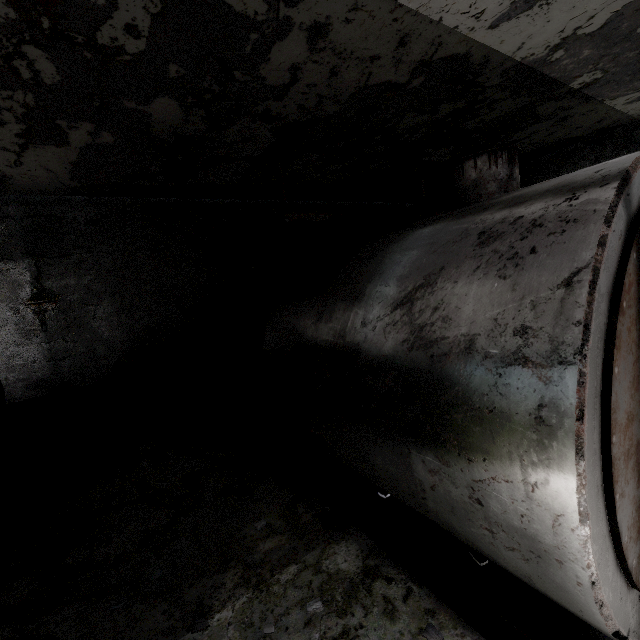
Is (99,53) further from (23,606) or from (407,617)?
(407,617)

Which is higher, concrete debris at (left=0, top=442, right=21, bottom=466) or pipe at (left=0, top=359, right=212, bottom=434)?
pipe at (left=0, top=359, right=212, bottom=434)

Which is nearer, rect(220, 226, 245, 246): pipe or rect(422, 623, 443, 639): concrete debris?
rect(422, 623, 443, 639): concrete debris

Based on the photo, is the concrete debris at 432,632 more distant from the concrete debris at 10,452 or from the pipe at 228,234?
the pipe at 228,234

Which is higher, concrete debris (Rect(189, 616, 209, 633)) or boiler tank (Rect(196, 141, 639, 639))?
boiler tank (Rect(196, 141, 639, 639))

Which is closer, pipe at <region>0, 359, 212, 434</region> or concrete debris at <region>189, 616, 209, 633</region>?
concrete debris at <region>189, 616, 209, 633</region>

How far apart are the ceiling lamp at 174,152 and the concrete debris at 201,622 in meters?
7.8

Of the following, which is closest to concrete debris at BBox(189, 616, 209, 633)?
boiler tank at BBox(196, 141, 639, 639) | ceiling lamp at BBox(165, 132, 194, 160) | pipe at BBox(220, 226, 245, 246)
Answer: boiler tank at BBox(196, 141, 639, 639)
